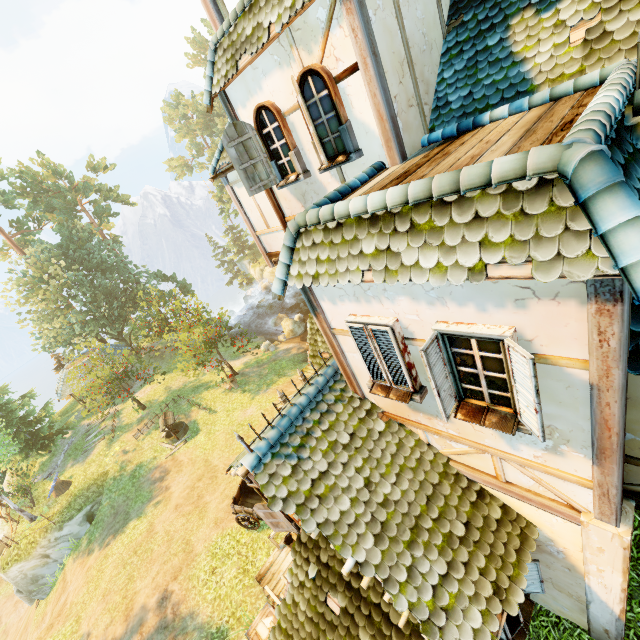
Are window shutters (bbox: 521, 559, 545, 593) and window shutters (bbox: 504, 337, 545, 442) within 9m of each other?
yes

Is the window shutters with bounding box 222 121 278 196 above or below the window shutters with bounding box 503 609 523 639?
above

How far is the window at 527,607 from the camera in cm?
516

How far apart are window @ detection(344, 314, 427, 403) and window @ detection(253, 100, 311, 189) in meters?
3.5 m

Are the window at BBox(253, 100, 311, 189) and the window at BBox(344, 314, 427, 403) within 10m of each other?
yes

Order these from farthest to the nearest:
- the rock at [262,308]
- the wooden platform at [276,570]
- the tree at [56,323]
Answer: the rock at [262,308] → the tree at [56,323] → the wooden platform at [276,570]

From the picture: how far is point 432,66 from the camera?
5.82m

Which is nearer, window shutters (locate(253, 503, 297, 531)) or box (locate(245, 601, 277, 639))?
window shutters (locate(253, 503, 297, 531))
